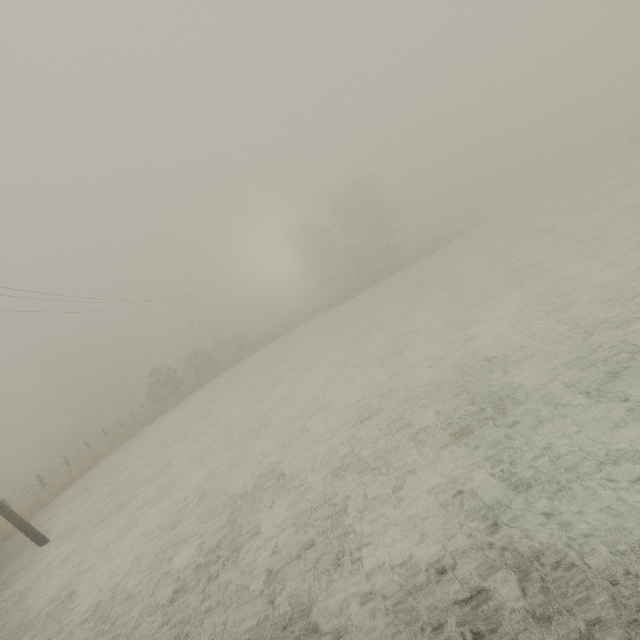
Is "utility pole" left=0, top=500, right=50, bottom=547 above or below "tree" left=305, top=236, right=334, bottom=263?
below

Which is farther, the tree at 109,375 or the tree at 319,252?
the tree at 319,252

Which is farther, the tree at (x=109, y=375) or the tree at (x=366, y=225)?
the tree at (x=109, y=375)

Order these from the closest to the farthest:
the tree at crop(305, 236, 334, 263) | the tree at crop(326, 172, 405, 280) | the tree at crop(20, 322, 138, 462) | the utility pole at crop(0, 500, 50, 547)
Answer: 1. the utility pole at crop(0, 500, 50, 547)
2. the tree at crop(326, 172, 405, 280)
3. the tree at crop(20, 322, 138, 462)
4. the tree at crop(305, 236, 334, 263)

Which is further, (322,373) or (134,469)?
(134,469)

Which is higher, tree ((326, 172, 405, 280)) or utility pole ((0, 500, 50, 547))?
tree ((326, 172, 405, 280))

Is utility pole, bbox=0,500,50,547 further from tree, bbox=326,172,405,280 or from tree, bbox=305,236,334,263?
tree, bbox=305,236,334,263

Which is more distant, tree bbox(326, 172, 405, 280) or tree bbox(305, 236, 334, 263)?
tree bbox(305, 236, 334, 263)
